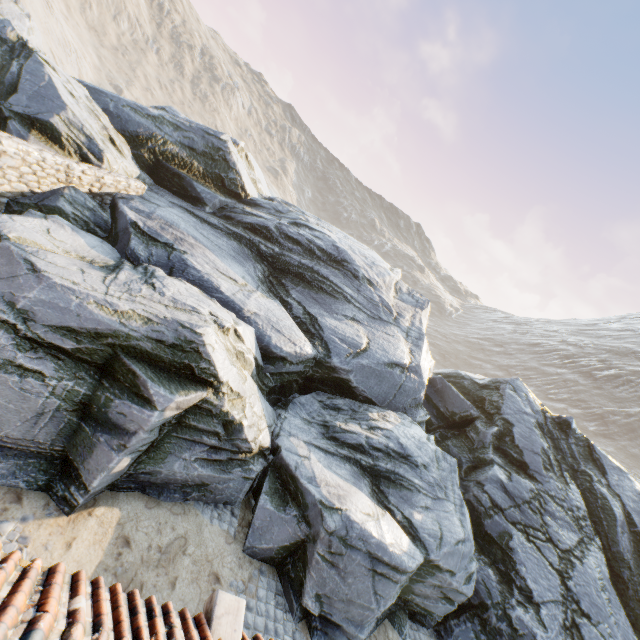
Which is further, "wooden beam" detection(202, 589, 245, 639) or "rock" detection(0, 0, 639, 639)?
"rock" detection(0, 0, 639, 639)

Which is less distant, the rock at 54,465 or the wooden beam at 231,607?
the wooden beam at 231,607

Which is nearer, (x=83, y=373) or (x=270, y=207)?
(x=83, y=373)
